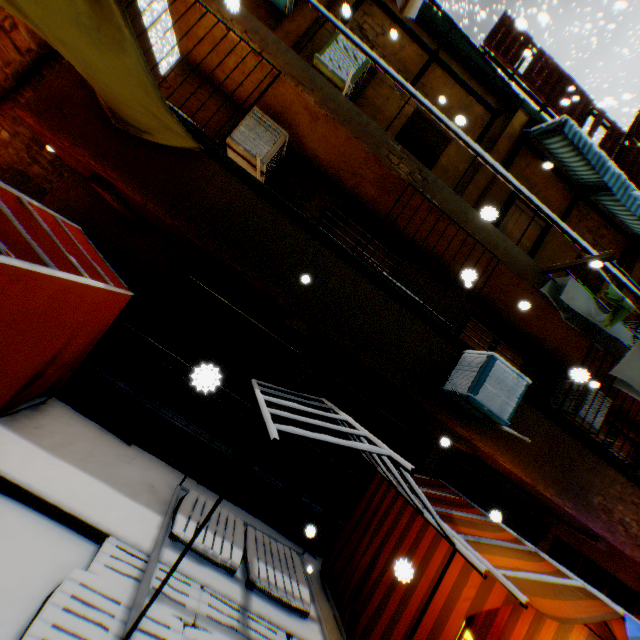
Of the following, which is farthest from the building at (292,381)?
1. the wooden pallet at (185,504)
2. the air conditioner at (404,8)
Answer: the wooden pallet at (185,504)

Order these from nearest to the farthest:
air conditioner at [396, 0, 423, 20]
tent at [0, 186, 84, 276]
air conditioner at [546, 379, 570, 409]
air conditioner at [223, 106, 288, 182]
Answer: air conditioner at [396, 0, 423, 20], tent at [0, 186, 84, 276], air conditioner at [223, 106, 288, 182], air conditioner at [546, 379, 570, 409]

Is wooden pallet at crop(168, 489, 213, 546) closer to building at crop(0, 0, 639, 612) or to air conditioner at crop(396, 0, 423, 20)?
building at crop(0, 0, 639, 612)

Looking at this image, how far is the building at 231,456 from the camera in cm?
598

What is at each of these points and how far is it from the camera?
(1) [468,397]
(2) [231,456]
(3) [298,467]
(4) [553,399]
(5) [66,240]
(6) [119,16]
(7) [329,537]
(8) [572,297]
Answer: (1) air conditioner, 4.79m
(2) building, 6.06m
(3) building, 6.56m
(4) air conditioner, 7.55m
(5) tent, 4.53m
(6) tent, 2.29m
(7) building, 6.41m
(8) dryer, 5.67m

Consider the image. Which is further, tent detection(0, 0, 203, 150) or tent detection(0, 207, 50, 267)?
tent detection(0, 207, 50, 267)

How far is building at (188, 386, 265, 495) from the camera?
5.98m

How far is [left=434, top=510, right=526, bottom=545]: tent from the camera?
4.5m
